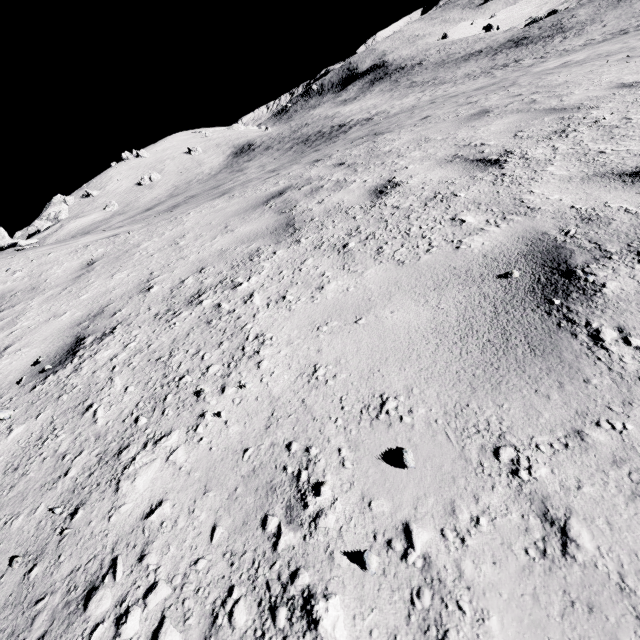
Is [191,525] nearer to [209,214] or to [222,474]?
[222,474]
